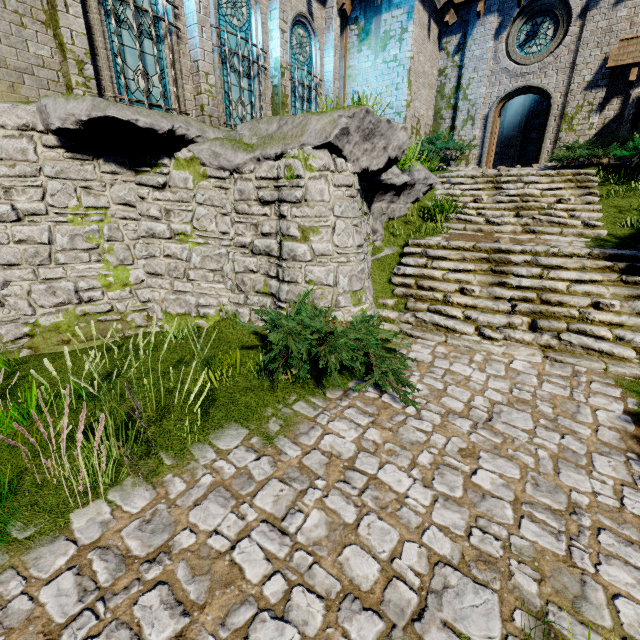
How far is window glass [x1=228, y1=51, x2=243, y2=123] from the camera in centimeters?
940cm

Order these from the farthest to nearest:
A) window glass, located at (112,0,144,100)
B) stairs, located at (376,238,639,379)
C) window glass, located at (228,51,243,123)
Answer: window glass, located at (228,51,243,123) → window glass, located at (112,0,144,100) → stairs, located at (376,238,639,379)

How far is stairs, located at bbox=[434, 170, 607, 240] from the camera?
8.4 meters

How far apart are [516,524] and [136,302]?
A: 7.2 meters

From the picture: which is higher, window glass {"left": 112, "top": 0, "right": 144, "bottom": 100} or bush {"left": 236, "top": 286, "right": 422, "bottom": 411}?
window glass {"left": 112, "top": 0, "right": 144, "bottom": 100}

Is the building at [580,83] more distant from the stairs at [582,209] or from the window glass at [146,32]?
the stairs at [582,209]

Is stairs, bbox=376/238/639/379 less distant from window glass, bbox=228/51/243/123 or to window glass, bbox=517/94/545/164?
window glass, bbox=228/51/243/123

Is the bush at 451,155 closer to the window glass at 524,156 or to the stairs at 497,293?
the stairs at 497,293
